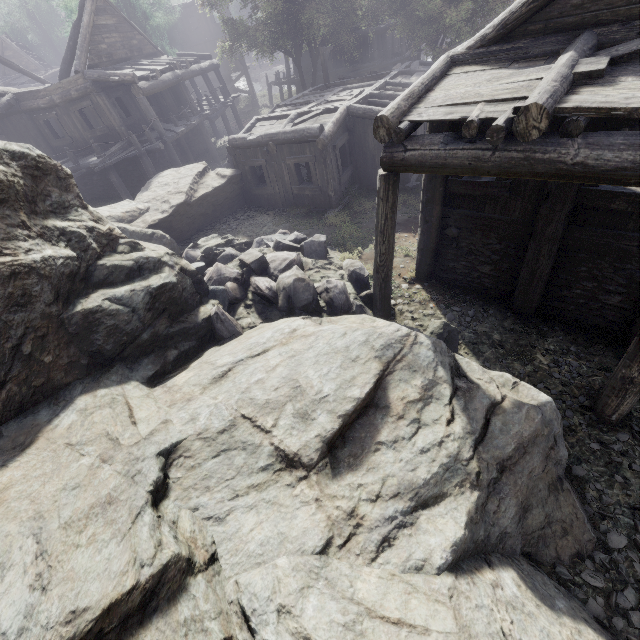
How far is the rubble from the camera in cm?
776

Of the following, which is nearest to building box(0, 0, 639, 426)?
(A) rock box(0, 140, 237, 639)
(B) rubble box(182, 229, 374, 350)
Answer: (A) rock box(0, 140, 237, 639)

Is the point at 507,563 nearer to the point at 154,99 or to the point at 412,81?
the point at 412,81

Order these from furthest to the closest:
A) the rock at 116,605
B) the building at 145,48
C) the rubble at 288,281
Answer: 1. the rubble at 288,281
2. the building at 145,48
3. the rock at 116,605

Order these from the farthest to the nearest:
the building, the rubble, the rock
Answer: the rubble < the building < the rock

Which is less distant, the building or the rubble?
the building

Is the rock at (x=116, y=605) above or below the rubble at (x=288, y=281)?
above
